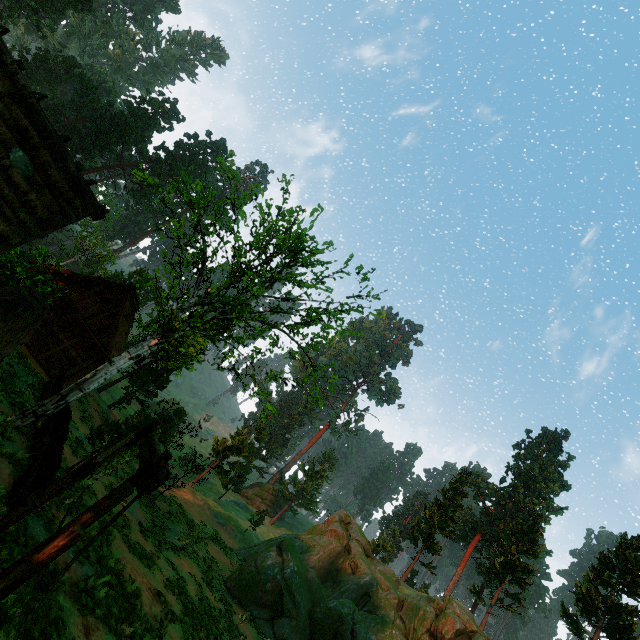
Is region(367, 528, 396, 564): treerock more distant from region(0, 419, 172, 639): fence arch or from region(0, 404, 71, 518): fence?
region(0, 419, 172, 639): fence arch

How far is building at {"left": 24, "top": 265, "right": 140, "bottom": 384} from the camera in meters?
23.1 m

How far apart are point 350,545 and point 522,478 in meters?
37.1 m

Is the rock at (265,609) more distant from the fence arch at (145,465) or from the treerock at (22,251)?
the fence arch at (145,465)

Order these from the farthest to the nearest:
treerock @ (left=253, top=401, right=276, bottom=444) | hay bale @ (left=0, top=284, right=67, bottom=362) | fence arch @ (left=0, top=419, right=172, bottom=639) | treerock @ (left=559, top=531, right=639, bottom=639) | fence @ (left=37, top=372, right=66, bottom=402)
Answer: treerock @ (left=559, top=531, right=639, bottom=639) → fence @ (left=37, top=372, right=66, bottom=402) → treerock @ (left=253, top=401, right=276, bottom=444) → hay bale @ (left=0, top=284, right=67, bottom=362) → fence arch @ (left=0, top=419, right=172, bottom=639)

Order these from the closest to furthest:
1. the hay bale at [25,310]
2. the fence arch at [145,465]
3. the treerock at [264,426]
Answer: the fence arch at [145,465] < the hay bale at [25,310] < the treerock at [264,426]

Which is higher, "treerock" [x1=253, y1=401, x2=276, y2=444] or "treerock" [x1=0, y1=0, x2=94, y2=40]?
"treerock" [x1=0, y1=0, x2=94, y2=40]
